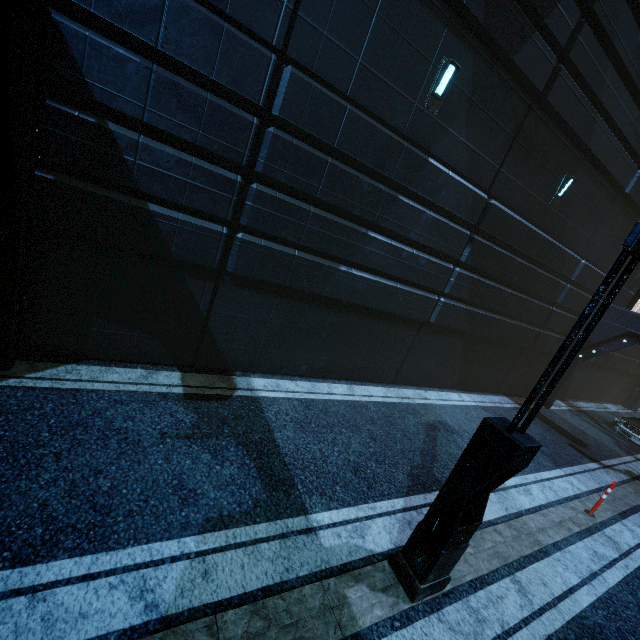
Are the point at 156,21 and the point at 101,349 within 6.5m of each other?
yes

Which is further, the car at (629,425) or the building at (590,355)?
the car at (629,425)

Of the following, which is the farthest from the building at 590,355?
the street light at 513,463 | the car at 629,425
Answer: the street light at 513,463

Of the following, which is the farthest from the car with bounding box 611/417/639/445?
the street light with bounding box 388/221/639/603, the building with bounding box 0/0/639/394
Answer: the street light with bounding box 388/221/639/603

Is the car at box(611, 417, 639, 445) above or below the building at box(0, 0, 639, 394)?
below

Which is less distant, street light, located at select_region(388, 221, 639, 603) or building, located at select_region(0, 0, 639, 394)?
street light, located at select_region(388, 221, 639, 603)
